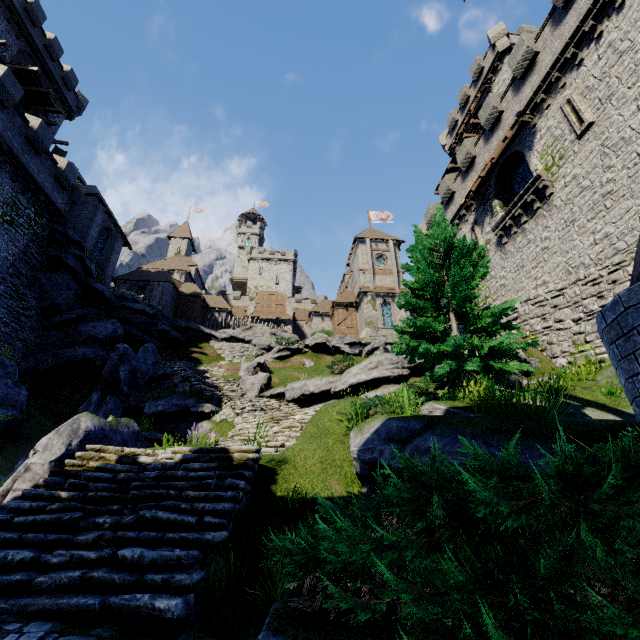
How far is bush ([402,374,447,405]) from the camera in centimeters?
872cm

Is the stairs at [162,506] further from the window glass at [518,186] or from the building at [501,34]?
the building at [501,34]

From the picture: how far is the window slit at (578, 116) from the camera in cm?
1418

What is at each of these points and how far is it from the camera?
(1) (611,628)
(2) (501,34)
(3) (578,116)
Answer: (1) bush, 1.42m
(2) building, 28.55m
(3) window slit, 14.67m

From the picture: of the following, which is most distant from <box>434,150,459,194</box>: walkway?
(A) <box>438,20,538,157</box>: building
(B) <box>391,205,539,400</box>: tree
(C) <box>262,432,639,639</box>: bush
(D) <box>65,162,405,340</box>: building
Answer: (C) <box>262,432,639,639</box>: bush

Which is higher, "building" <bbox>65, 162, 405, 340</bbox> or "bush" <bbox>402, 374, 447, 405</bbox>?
"building" <bbox>65, 162, 405, 340</bbox>

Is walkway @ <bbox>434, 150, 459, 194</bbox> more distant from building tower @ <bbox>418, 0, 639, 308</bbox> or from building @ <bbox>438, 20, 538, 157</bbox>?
building tower @ <bbox>418, 0, 639, 308</bbox>

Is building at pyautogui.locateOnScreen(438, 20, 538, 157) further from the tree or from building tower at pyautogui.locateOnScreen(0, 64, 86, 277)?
building tower at pyautogui.locateOnScreen(0, 64, 86, 277)
